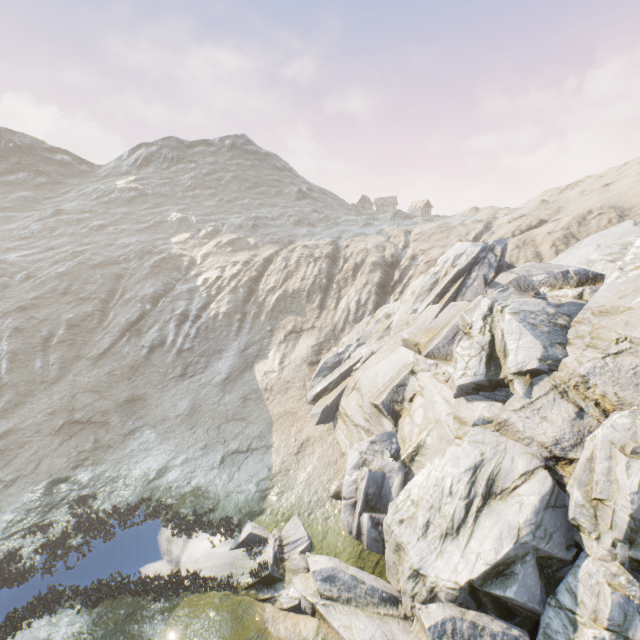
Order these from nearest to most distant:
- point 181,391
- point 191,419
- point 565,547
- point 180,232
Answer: point 565,547, point 191,419, point 181,391, point 180,232
